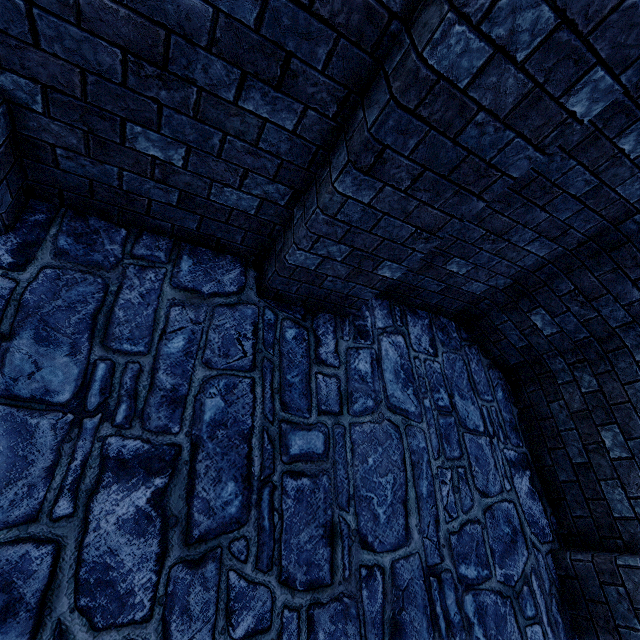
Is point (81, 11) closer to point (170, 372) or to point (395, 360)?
point (170, 372)
